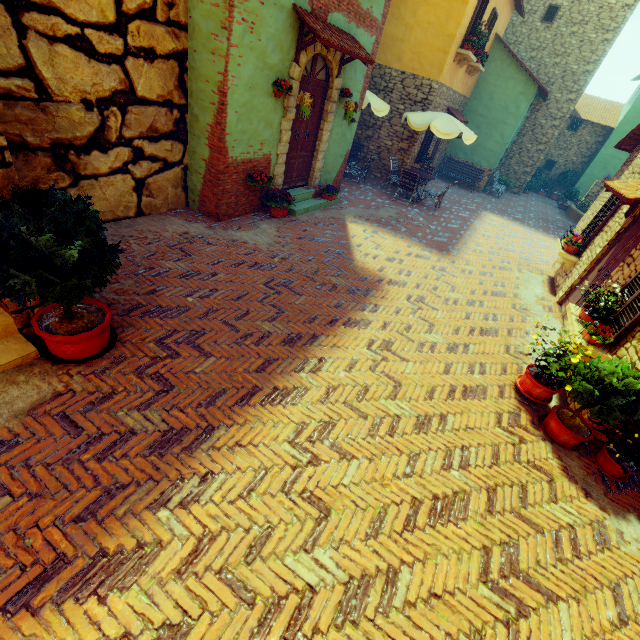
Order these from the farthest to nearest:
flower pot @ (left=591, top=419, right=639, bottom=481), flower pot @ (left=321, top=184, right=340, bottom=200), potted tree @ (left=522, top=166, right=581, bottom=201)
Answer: potted tree @ (left=522, top=166, right=581, bottom=201) < flower pot @ (left=321, top=184, right=340, bottom=200) < flower pot @ (left=591, top=419, right=639, bottom=481)

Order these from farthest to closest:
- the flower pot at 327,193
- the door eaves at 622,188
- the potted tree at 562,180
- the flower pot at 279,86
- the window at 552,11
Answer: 1. the potted tree at 562,180
2. the window at 552,11
3. the flower pot at 327,193
4. the flower pot at 279,86
5. the door eaves at 622,188

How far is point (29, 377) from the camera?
3.1 meters

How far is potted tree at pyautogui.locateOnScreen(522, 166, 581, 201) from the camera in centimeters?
1958cm

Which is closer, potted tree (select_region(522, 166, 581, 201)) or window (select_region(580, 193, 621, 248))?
window (select_region(580, 193, 621, 248))

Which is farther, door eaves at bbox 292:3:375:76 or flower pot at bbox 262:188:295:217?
flower pot at bbox 262:188:295:217

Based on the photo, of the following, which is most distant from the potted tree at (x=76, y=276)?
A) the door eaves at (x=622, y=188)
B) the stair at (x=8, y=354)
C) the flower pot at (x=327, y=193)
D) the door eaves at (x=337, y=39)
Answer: the door eaves at (x=622, y=188)

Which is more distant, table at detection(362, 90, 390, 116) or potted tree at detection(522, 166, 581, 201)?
potted tree at detection(522, 166, 581, 201)
